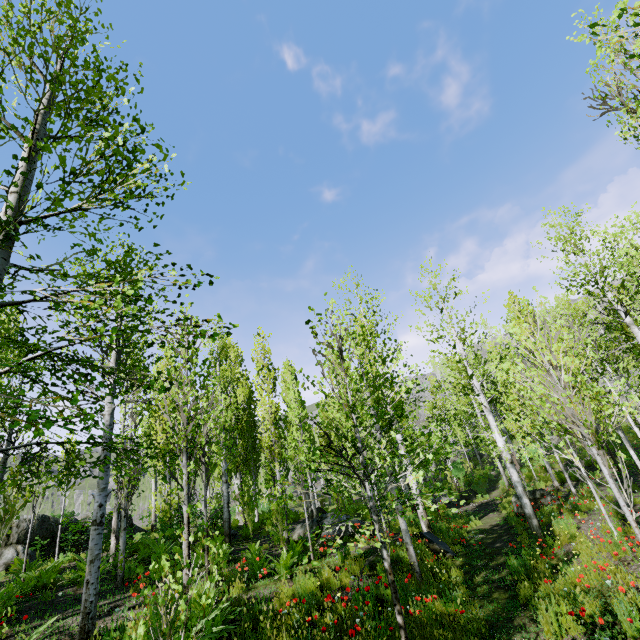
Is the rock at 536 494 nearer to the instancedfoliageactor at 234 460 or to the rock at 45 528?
the instancedfoliageactor at 234 460

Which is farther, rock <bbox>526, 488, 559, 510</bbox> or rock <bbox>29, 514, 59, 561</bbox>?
rock <bbox>29, 514, 59, 561</bbox>

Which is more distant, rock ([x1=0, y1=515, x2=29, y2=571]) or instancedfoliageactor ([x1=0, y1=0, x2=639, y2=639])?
rock ([x1=0, y1=515, x2=29, y2=571])

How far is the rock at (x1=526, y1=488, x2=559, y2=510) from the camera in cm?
1329

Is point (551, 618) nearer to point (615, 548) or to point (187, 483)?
point (615, 548)

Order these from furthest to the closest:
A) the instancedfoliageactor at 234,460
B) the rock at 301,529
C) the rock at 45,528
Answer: the rock at 45,528, the rock at 301,529, the instancedfoliageactor at 234,460

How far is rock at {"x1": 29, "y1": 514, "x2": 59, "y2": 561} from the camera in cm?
1401
